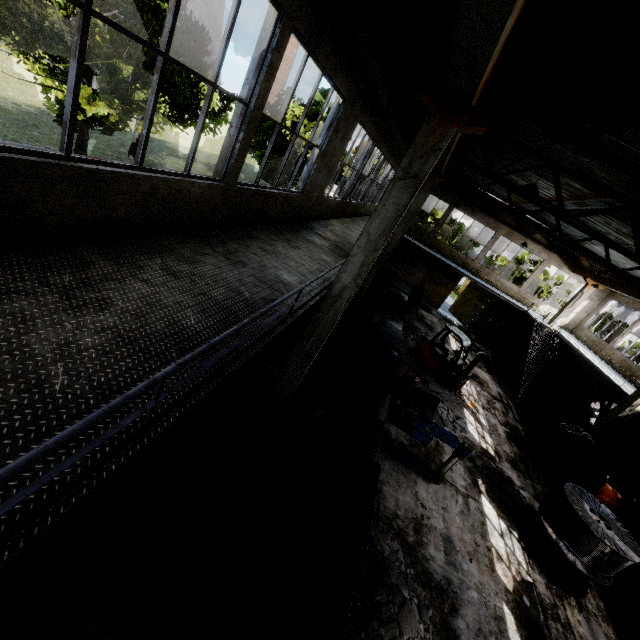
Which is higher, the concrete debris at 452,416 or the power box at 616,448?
the power box at 616,448

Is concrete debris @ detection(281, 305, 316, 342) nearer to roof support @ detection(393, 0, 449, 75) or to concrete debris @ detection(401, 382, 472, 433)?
concrete debris @ detection(401, 382, 472, 433)

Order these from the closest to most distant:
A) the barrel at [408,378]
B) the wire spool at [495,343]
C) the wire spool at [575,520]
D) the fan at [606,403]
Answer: the wire spool at [575,520] → the barrel at [408,378] → the fan at [606,403] → the wire spool at [495,343]

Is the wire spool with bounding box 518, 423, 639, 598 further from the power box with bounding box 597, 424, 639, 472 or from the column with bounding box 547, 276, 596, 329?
the column with bounding box 547, 276, 596, 329

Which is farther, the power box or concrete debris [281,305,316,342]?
the power box

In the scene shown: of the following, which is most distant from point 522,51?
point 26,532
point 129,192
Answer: point 26,532

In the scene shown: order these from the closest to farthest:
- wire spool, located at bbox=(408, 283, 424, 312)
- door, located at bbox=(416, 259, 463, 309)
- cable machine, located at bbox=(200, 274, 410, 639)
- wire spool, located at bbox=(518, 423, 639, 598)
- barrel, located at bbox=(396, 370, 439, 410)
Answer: cable machine, located at bbox=(200, 274, 410, 639) < wire spool, located at bbox=(518, 423, 639, 598) < barrel, located at bbox=(396, 370, 439, 410) < wire spool, located at bbox=(408, 283, 424, 312) < door, located at bbox=(416, 259, 463, 309)

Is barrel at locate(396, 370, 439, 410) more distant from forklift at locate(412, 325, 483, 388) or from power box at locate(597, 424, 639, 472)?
power box at locate(597, 424, 639, 472)
